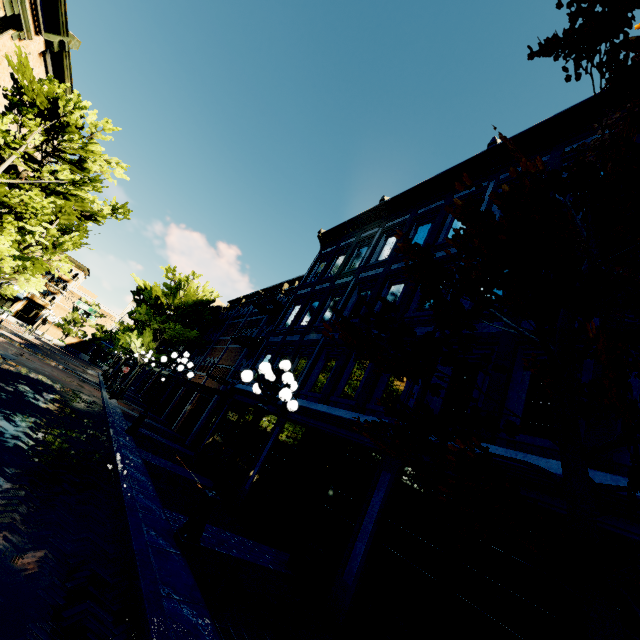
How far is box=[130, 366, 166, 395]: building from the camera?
32.5 meters

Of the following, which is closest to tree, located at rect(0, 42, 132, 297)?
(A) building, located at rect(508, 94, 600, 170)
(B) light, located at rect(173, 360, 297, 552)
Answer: (A) building, located at rect(508, 94, 600, 170)

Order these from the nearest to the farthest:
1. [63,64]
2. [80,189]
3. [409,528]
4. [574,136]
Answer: [409,528] < [574,136] < [80,189] < [63,64]

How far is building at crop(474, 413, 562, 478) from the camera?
4.8m

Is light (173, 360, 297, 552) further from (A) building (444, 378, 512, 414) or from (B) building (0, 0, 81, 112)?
(B) building (0, 0, 81, 112)

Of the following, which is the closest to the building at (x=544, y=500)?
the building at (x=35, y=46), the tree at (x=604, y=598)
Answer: the tree at (x=604, y=598)

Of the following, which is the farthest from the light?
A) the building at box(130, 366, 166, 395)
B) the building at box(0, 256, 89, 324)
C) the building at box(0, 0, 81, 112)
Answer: the building at box(0, 256, 89, 324)

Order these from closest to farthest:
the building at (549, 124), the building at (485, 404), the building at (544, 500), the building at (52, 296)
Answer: the building at (544, 500), the building at (485, 404), the building at (549, 124), the building at (52, 296)
